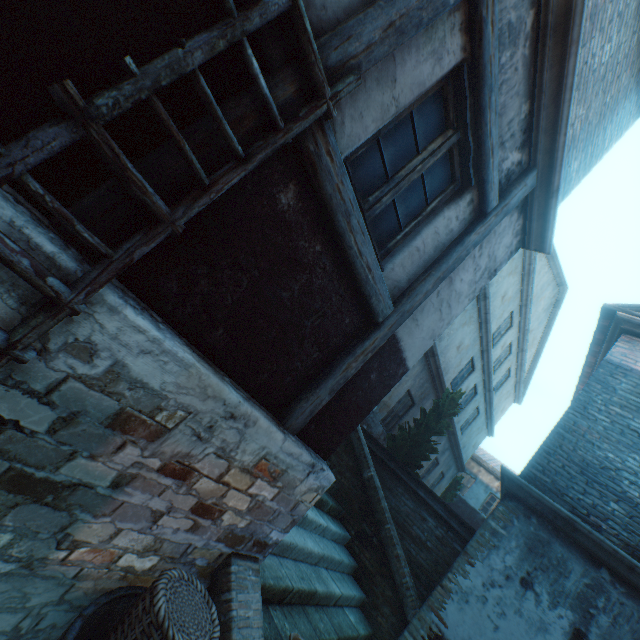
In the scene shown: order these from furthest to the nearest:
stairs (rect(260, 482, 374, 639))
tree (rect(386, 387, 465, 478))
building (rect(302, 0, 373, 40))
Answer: tree (rect(386, 387, 465, 478)) < stairs (rect(260, 482, 374, 639)) < building (rect(302, 0, 373, 40))

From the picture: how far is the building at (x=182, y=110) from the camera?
1.41m

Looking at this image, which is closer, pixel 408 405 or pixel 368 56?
pixel 368 56

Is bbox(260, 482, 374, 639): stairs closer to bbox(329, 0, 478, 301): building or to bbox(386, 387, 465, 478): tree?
bbox(329, 0, 478, 301): building

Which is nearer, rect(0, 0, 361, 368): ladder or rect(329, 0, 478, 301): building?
rect(0, 0, 361, 368): ladder

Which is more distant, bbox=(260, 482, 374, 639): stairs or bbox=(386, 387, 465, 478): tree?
bbox=(386, 387, 465, 478): tree

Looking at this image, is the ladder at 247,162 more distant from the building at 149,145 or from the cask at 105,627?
the cask at 105,627

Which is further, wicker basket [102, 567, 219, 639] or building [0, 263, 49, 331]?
wicker basket [102, 567, 219, 639]
